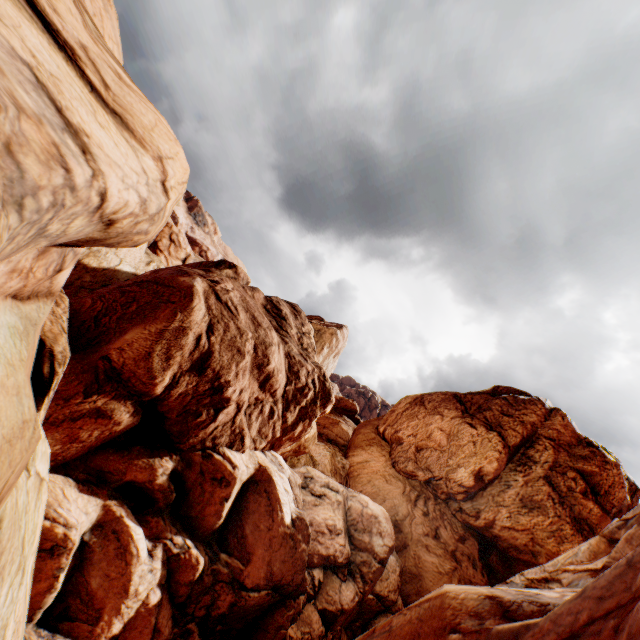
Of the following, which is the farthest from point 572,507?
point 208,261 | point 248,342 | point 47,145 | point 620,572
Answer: point 47,145
